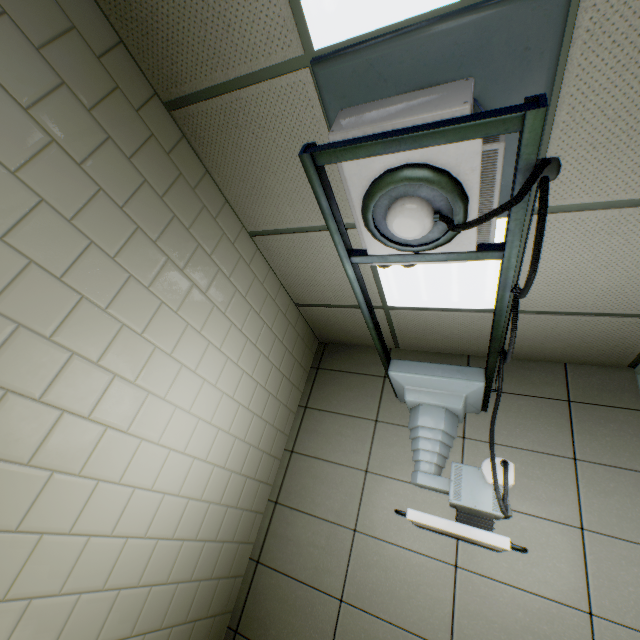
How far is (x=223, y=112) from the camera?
1.8m
